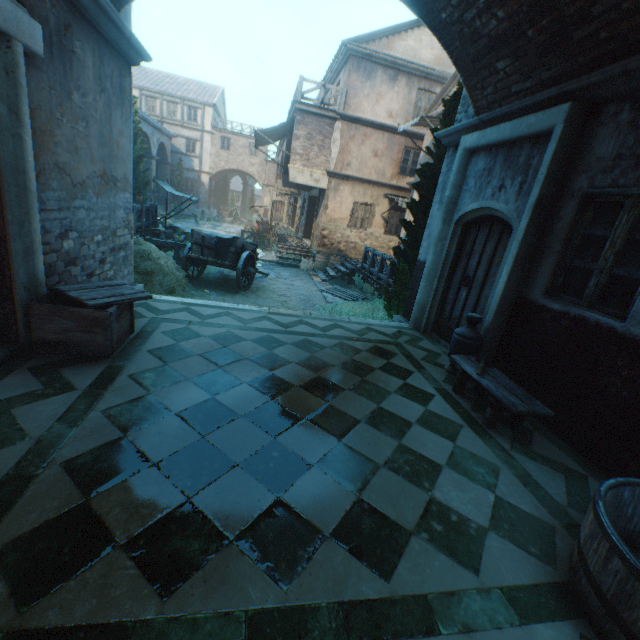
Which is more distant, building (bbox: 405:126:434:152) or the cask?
building (bbox: 405:126:434:152)

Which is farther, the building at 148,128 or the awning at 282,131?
the building at 148,128

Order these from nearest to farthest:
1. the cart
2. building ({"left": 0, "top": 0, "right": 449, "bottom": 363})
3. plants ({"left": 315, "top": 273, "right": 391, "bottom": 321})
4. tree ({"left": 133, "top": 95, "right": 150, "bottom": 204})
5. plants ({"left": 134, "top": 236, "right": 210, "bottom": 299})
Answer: building ({"left": 0, "top": 0, "right": 449, "bottom": 363}) → plants ({"left": 134, "top": 236, "right": 210, "bottom": 299}) → plants ({"left": 315, "top": 273, "right": 391, "bottom": 321}) → the cart → tree ({"left": 133, "top": 95, "right": 150, "bottom": 204})

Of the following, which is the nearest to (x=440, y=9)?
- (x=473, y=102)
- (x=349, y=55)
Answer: (x=473, y=102)

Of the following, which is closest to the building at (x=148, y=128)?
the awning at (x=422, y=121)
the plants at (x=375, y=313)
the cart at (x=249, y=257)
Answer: the awning at (x=422, y=121)

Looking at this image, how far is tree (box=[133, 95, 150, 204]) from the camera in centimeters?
1930cm

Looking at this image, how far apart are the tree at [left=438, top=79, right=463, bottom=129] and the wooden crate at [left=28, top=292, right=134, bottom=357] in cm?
577

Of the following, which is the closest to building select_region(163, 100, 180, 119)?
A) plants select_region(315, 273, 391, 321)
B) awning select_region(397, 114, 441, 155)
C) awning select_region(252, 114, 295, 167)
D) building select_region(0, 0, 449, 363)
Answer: building select_region(0, 0, 449, 363)
